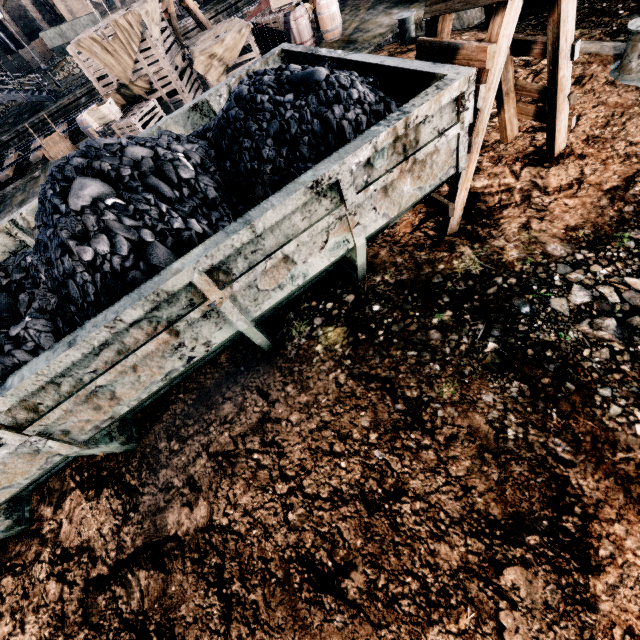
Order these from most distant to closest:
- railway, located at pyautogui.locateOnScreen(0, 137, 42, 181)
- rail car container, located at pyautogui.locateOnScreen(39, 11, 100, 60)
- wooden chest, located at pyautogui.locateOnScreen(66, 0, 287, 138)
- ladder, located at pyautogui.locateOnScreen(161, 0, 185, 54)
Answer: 1. rail car container, located at pyautogui.locateOnScreen(39, 11, 100, 60)
2. railway, located at pyautogui.locateOnScreen(0, 137, 42, 181)
3. ladder, located at pyautogui.locateOnScreen(161, 0, 185, 54)
4. wooden chest, located at pyautogui.locateOnScreen(66, 0, 287, 138)

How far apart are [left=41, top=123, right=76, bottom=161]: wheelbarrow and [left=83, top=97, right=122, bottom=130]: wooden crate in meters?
3.7

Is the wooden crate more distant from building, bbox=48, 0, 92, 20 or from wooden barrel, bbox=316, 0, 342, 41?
building, bbox=48, 0, 92, 20

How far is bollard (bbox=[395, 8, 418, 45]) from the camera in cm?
1069

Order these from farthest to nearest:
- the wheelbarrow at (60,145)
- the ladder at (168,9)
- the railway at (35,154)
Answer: the railway at (35,154)
the wheelbarrow at (60,145)
the ladder at (168,9)

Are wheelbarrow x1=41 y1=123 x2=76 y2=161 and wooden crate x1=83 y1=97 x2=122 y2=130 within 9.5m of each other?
yes

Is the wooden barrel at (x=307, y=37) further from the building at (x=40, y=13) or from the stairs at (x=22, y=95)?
the building at (x=40, y=13)

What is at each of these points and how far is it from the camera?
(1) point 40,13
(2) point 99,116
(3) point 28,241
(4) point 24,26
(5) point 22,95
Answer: (1) building, 59.2 meters
(2) wooden crate, 13.0 meters
(3) rail car container, 6.4 meters
(4) building, 59.2 meters
(5) stairs, 25.6 meters
